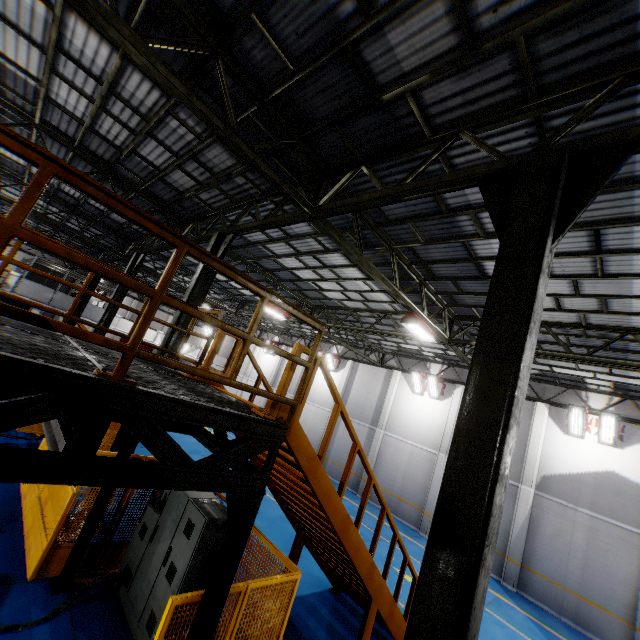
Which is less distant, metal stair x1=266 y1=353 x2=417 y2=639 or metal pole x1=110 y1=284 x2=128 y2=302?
metal stair x1=266 y1=353 x2=417 y2=639

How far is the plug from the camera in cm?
579

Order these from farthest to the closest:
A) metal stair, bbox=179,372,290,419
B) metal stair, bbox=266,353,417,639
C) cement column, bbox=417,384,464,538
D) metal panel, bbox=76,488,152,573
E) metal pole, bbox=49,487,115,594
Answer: cement column, bbox=417,384,464,538
metal panel, bbox=76,488,152,573
metal pole, bbox=49,487,115,594
metal stair, bbox=266,353,417,639
metal stair, bbox=179,372,290,419

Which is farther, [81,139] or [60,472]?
[81,139]

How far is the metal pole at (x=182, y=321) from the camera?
8.52m

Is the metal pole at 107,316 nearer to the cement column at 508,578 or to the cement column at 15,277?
the cement column at 15,277

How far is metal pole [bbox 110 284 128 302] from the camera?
14.51m

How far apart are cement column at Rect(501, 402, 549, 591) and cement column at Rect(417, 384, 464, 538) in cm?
326
